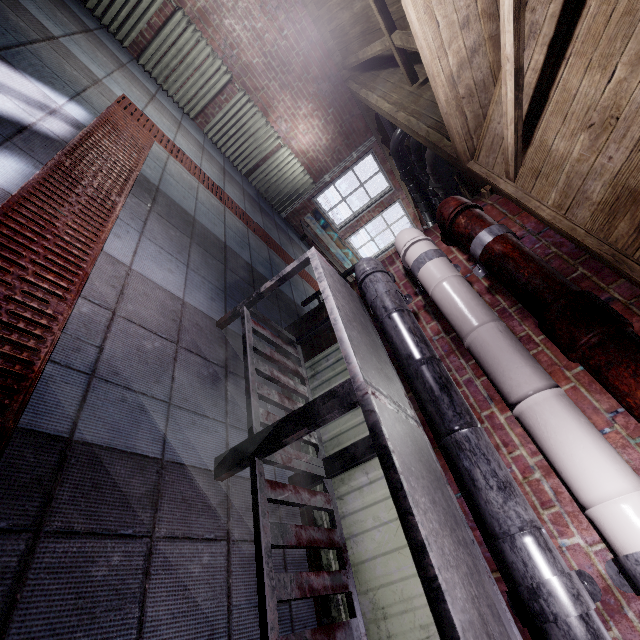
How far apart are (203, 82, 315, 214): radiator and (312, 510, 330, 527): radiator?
4.71m

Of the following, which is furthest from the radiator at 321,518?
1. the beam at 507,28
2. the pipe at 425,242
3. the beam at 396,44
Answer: the beam at 396,44

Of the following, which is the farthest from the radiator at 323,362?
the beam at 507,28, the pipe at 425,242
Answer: the beam at 507,28

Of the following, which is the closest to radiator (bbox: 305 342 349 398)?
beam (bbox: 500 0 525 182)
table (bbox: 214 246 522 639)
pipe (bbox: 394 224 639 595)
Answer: table (bbox: 214 246 522 639)

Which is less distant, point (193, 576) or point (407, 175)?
point (193, 576)

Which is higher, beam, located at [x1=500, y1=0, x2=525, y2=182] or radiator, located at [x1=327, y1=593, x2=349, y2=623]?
beam, located at [x1=500, y1=0, x2=525, y2=182]

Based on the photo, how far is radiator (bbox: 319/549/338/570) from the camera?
1.6m

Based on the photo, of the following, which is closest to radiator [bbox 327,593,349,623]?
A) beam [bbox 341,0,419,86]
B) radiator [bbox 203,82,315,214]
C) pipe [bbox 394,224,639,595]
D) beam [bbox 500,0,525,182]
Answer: pipe [bbox 394,224,639,595]
